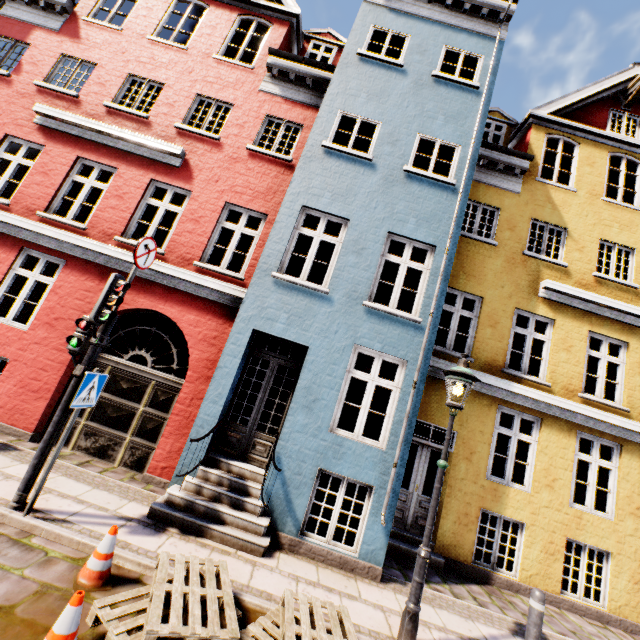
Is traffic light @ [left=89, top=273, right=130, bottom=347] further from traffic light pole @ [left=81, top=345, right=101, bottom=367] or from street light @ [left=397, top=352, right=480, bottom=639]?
street light @ [left=397, top=352, right=480, bottom=639]

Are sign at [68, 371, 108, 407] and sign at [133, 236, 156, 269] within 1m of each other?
no

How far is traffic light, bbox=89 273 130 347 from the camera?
4.5m

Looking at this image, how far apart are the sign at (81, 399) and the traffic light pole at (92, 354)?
0.2 meters

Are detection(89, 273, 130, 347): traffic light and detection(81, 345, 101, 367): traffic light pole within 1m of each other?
yes

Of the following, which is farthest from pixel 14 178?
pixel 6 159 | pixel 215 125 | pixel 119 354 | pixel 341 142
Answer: pixel 341 142

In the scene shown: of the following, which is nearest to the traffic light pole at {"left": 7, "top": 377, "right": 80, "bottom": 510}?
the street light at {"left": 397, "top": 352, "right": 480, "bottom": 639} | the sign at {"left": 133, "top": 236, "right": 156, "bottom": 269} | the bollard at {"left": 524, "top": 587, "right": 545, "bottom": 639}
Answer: the sign at {"left": 133, "top": 236, "right": 156, "bottom": 269}

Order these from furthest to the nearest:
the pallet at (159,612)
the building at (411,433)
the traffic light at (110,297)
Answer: the building at (411,433)
the traffic light at (110,297)
the pallet at (159,612)
